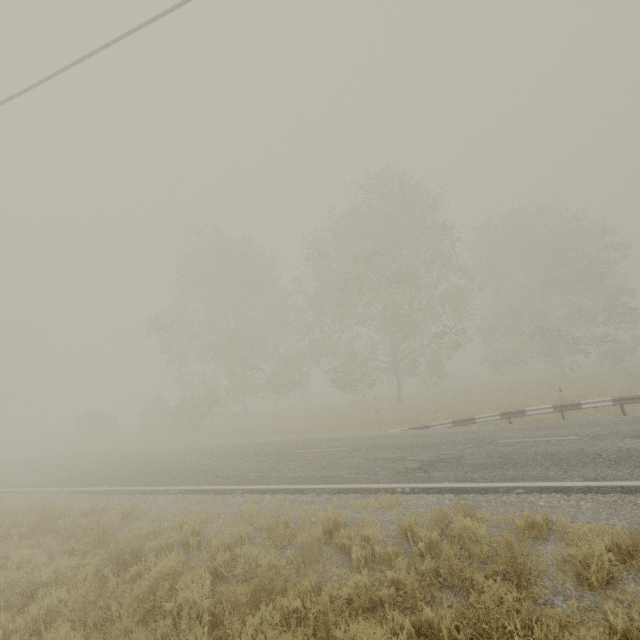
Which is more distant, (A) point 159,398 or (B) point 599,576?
(A) point 159,398

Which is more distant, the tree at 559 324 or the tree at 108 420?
the tree at 108 420

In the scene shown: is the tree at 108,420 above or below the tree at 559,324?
below

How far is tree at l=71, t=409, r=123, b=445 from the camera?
28.5m

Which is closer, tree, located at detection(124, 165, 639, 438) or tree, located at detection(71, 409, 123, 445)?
tree, located at detection(124, 165, 639, 438)

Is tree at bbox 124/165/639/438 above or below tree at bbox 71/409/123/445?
above
